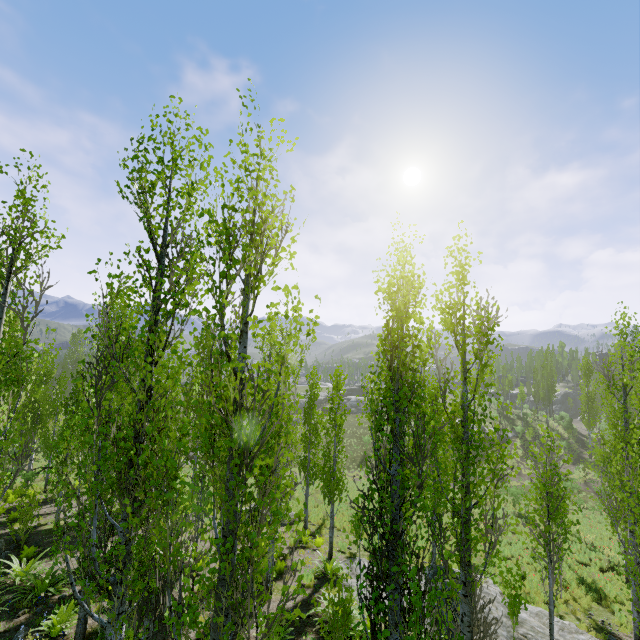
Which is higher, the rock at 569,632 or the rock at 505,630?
the rock at 505,630

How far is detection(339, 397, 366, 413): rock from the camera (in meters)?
55.72

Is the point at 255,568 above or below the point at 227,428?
below

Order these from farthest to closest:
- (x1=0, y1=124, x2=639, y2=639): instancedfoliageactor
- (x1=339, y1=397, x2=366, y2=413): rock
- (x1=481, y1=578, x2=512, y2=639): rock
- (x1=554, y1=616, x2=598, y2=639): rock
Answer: (x1=339, y1=397, x2=366, y2=413): rock < (x1=554, y1=616, x2=598, y2=639): rock < (x1=481, y1=578, x2=512, y2=639): rock < (x1=0, y1=124, x2=639, y2=639): instancedfoliageactor

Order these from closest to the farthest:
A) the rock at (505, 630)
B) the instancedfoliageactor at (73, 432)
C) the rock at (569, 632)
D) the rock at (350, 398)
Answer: the instancedfoliageactor at (73, 432) → the rock at (505, 630) → the rock at (569, 632) → the rock at (350, 398)

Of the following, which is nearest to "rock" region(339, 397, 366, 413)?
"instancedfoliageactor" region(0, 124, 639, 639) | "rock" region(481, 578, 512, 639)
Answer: "instancedfoliageactor" region(0, 124, 639, 639)
